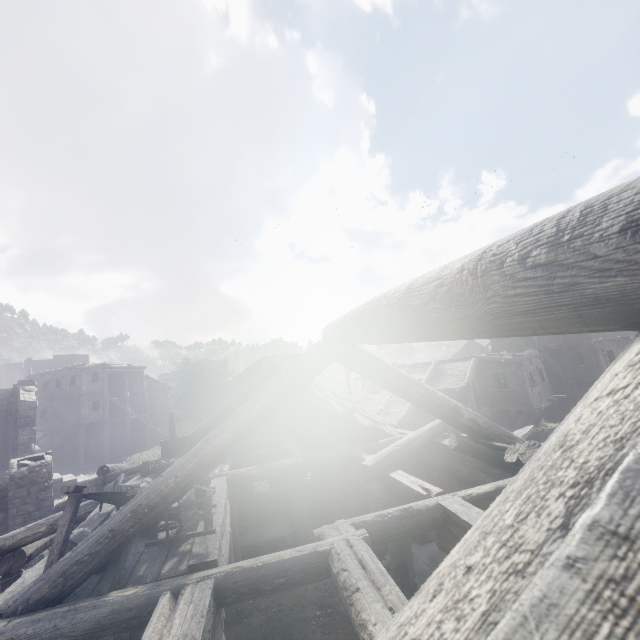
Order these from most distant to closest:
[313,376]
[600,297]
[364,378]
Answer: [364,378], [313,376], [600,297]

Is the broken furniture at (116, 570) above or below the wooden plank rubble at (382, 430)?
below

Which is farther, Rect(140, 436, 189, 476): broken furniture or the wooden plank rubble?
the wooden plank rubble

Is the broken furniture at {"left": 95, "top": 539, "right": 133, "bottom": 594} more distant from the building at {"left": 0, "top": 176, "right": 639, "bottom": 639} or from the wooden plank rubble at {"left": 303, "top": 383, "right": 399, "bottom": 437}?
the wooden plank rubble at {"left": 303, "top": 383, "right": 399, "bottom": 437}

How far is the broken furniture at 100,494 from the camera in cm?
480

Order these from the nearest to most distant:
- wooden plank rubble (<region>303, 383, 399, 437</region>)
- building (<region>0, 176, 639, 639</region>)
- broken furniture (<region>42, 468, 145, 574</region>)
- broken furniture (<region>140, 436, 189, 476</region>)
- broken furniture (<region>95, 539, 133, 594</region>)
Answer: building (<region>0, 176, 639, 639</region>)
broken furniture (<region>95, 539, 133, 594</region>)
broken furniture (<region>42, 468, 145, 574</region>)
broken furniture (<region>140, 436, 189, 476</region>)
wooden plank rubble (<region>303, 383, 399, 437</region>)

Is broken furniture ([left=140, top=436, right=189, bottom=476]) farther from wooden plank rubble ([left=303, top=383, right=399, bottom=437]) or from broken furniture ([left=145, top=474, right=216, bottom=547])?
wooden plank rubble ([left=303, top=383, right=399, bottom=437])

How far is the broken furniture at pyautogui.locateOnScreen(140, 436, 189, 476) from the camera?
9.61m
